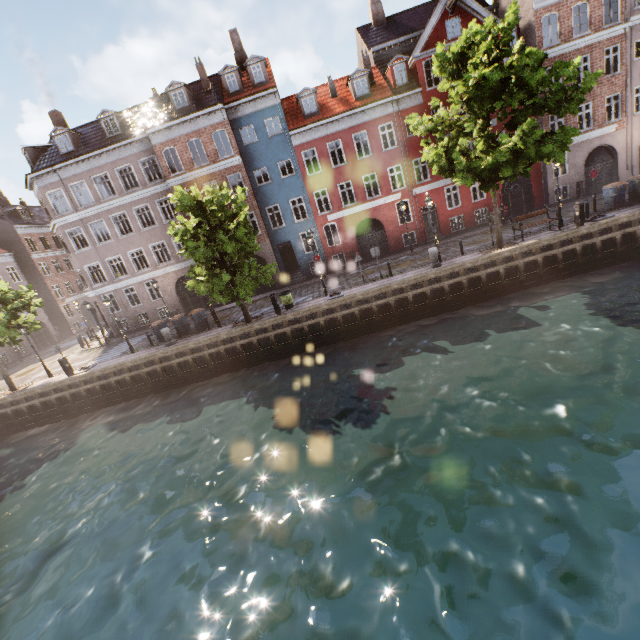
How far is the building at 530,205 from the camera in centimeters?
2475cm

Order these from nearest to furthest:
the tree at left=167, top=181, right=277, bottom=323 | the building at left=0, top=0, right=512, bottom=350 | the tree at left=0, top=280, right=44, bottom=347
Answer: the tree at left=167, top=181, right=277, bottom=323 < the tree at left=0, top=280, right=44, bottom=347 < the building at left=0, top=0, right=512, bottom=350

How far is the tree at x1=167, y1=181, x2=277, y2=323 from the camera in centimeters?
1608cm

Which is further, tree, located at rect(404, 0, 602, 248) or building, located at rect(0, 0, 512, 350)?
building, located at rect(0, 0, 512, 350)

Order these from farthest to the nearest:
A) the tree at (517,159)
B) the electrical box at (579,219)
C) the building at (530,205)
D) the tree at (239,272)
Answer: the building at (530,205) → the electrical box at (579,219) → the tree at (239,272) → the tree at (517,159)

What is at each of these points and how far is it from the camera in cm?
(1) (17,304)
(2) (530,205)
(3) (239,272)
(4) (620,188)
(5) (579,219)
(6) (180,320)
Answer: (1) tree, 1938
(2) building, 2591
(3) tree, 1934
(4) trash bin, 1836
(5) electrical box, 1688
(6) trash bin, 2070

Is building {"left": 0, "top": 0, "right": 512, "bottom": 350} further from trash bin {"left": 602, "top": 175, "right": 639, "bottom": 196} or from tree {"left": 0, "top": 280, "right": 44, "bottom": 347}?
trash bin {"left": 602, "top": 175, "right": 639, "bottom": 196}
